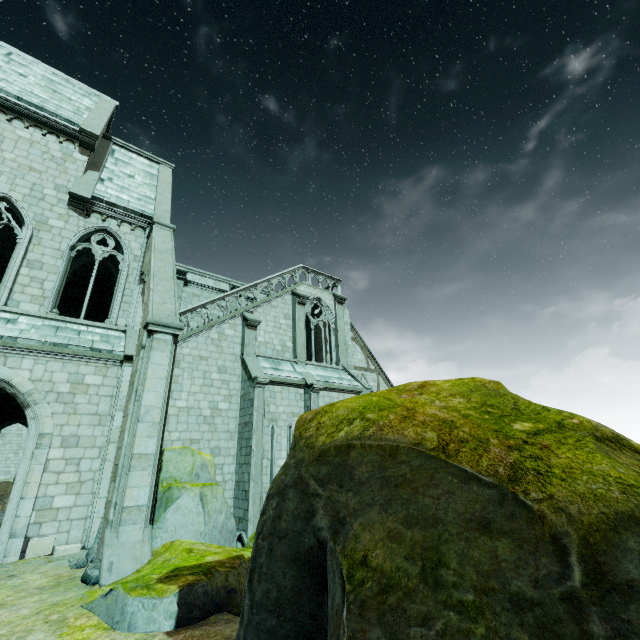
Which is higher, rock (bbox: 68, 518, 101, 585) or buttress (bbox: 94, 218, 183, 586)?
buttress (bbox: 94, 218, 183, 586)

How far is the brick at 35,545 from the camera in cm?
877

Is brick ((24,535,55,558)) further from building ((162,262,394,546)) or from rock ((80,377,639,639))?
rock ((80,377,639,639))

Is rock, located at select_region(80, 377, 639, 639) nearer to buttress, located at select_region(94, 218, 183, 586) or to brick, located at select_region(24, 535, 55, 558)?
buttress, located at select_region(94, 218, 183, 586)

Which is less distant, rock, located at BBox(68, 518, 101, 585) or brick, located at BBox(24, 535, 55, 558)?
rock, located at BBox(68, 518, 101, 585)

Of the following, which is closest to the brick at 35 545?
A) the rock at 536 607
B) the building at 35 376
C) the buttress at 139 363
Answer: the building at 35 376

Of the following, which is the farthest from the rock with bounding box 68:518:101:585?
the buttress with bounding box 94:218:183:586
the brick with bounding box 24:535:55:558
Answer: the brick with bounding box 24:535:55:558

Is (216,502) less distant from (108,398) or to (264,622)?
(108,398)
